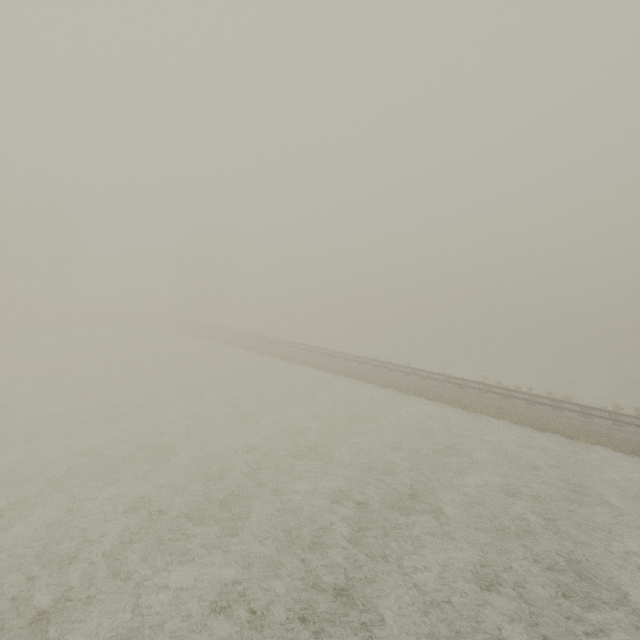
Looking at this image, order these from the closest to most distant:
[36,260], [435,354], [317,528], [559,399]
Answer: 1. [317,528]
2. [559,399]
3. [435,354]
4. [36,260]
